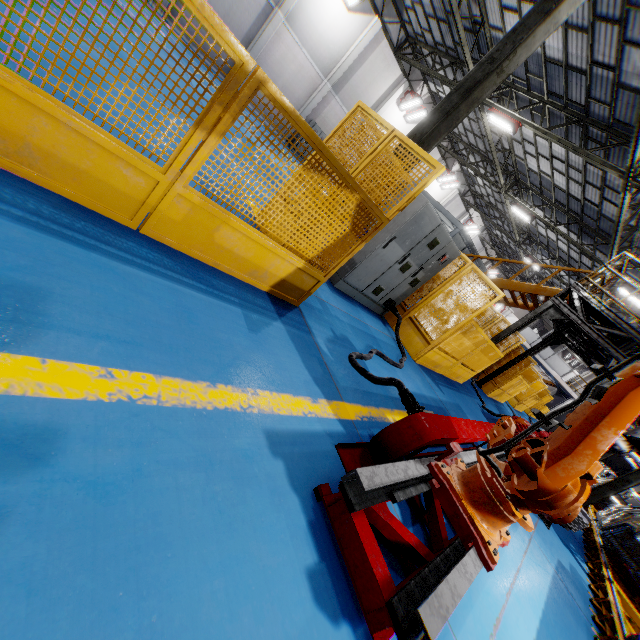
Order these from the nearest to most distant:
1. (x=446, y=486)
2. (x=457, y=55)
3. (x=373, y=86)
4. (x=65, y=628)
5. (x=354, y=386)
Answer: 1. (x=65, y=628)
2. (x=446, y=486)
3. (x=354, y=386)
4. (x=457, y=55)
5. (x=373, y=86)

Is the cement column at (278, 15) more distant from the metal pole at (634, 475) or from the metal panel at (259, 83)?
the metal pole at (634, 475)

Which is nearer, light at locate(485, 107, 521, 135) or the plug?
the plug

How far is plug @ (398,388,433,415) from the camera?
3.1 meters

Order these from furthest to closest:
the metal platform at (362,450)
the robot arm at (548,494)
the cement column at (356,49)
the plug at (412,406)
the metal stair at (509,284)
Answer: the cement column at (356,49) < the metal stair at (509,284) < the plug at (412,406) < the robot arm at (548,494) < the metal platform at (362,450)

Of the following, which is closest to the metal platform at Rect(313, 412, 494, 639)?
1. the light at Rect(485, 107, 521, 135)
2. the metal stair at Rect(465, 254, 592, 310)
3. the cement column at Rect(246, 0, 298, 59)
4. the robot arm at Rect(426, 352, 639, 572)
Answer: the robot arm at Rect(426, 352, 639, 572)

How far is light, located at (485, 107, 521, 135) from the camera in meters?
13.4 m

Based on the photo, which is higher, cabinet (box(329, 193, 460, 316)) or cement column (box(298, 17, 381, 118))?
cement column (box(298, 17, 381, 118))
